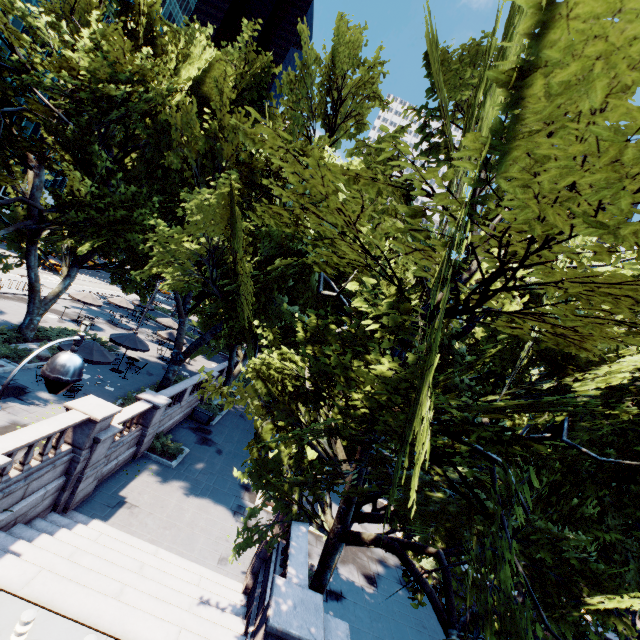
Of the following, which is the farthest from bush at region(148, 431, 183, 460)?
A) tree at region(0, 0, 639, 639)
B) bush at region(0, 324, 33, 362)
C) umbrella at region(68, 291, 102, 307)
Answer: umbrella at region(68, 291, 102, 307)

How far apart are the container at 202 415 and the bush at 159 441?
4.7m

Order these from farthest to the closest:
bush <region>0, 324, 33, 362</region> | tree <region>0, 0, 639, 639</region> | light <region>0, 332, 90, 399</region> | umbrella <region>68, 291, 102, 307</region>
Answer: umbrella <region>68, 291, 102, 307</region> → bush <region>0, 324, 33, 362</region> → light <region>0, 332, 90, 399</region> → tree <region>0, 0, 639, 639</region>

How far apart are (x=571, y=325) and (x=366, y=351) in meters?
3.4

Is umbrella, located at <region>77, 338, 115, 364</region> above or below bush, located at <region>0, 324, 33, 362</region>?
above

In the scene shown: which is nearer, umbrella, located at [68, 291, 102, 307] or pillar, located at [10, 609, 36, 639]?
pillar, located at [10, 609, 36, 639]

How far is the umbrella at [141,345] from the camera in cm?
2227

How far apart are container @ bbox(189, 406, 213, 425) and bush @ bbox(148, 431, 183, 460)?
4.7 meters
